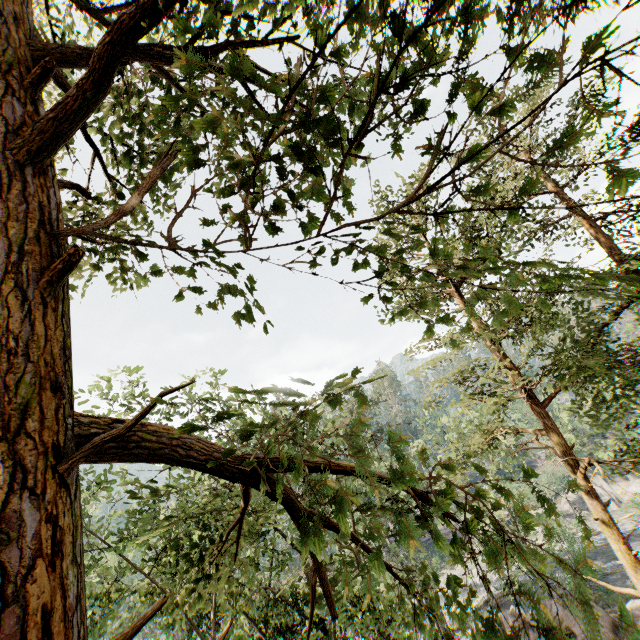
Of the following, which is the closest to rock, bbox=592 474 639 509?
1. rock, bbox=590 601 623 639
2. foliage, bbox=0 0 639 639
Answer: foliage, bbox=0 0 639 639

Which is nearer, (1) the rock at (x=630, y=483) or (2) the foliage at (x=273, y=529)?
(2) the foliage at (x=273, y=529)

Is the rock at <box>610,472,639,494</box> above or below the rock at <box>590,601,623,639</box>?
below

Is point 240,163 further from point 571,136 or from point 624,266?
point 624,266

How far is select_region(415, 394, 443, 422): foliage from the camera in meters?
13.3 m

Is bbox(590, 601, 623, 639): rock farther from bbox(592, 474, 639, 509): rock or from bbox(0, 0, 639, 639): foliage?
bbox(592, 474, 639, 509): rock

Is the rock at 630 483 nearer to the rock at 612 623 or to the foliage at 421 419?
the foliage at 421 419
